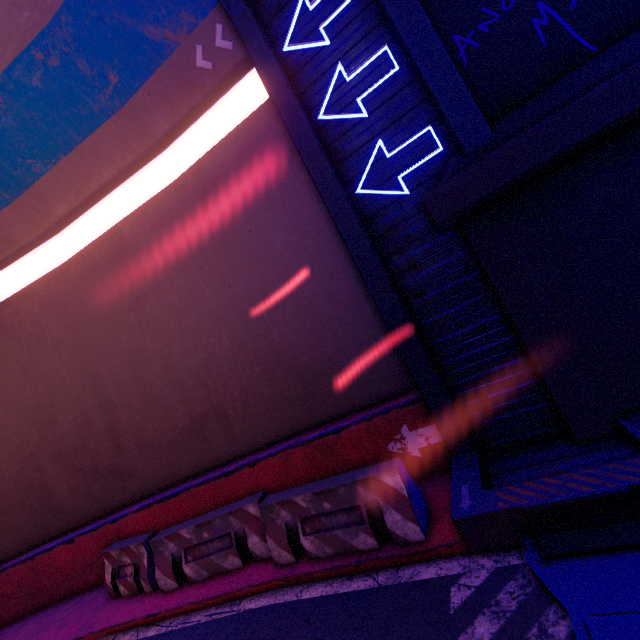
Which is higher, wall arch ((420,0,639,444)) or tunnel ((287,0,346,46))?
tunnel ((287,0,346,46))

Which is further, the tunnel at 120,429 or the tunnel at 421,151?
the tunnel at 421,151

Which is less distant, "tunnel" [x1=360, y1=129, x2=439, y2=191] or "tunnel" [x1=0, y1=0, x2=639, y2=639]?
"tunnel" [x1=0, y1=0, x2=639, y2=639]

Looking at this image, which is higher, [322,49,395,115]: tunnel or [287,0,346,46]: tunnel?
[287,0,346,46]: tunnel

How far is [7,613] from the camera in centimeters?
786cm

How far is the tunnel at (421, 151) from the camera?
4.88m

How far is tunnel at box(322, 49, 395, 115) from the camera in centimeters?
499cm
